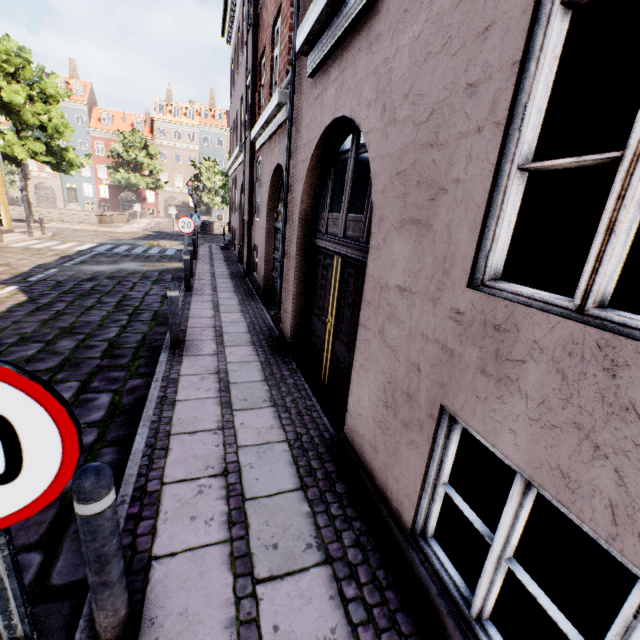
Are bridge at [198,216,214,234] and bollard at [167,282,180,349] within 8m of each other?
no

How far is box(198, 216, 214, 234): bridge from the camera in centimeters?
2692cm

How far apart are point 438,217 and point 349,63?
2.27m

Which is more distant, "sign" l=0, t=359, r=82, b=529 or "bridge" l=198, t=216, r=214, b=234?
"bridge" l=198, t=216, r=214, b=234

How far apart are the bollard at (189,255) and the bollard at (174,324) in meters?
5.8 m

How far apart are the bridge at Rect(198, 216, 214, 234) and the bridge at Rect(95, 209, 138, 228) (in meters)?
5.77

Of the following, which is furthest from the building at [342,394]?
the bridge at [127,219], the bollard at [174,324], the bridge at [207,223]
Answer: the bridge at [207,223]

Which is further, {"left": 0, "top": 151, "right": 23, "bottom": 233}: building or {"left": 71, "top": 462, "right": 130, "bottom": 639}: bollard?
{"left": 0, "top": 151, "right": 23, "bottom": 233}: building
